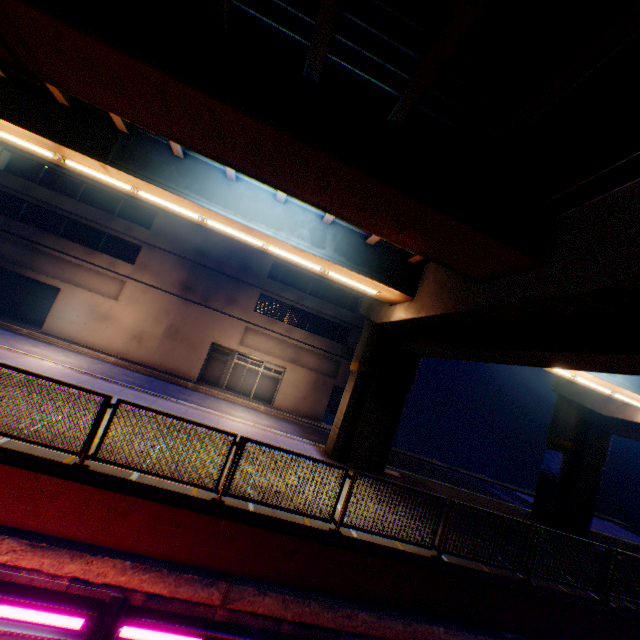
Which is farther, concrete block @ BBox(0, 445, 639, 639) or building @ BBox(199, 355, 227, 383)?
building @ BBox(199, 355, 227, 383)

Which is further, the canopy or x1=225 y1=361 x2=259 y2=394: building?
x1=225 y1=361 x2=259 y2=394: building

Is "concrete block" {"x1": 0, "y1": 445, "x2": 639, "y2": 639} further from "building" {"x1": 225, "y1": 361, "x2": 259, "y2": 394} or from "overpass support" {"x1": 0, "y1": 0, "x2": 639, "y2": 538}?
"building" {"x1": 225, "y1": 361, "x2": 259, "y2": 394}

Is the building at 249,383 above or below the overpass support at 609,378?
below

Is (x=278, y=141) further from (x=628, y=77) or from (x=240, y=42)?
(x=628, y=77)

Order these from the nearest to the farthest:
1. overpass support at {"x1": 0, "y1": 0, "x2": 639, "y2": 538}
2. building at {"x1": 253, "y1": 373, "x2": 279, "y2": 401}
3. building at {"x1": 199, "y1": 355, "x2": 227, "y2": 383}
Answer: overpass support at {"x1": 0, "y1": 0, "x2": 639, "y2": 538}, building at {"x1": 199, "y1": 355, "x2": 227, "y2": 383}, building at {"x1": 253, "y1": 373, "x2": 279, "y2": 401}
